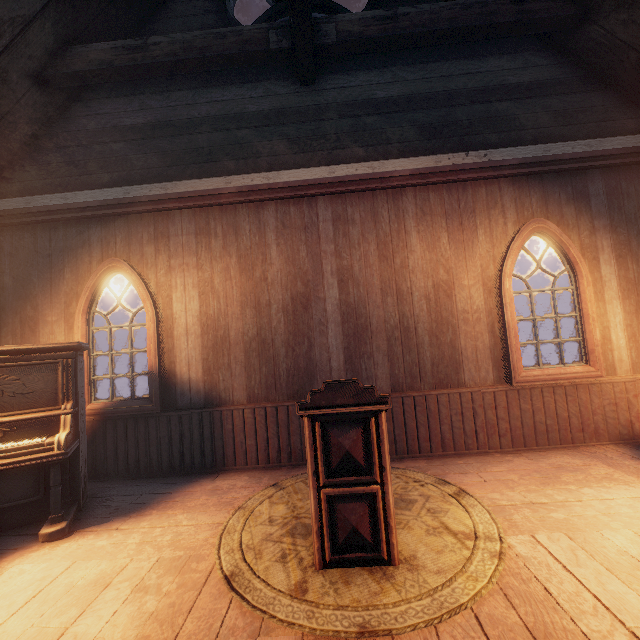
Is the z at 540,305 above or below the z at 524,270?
below

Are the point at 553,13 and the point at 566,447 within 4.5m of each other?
no

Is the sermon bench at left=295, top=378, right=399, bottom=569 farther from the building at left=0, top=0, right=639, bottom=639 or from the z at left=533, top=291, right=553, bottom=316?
the z at left=533, top=291, right=553, bottom=316

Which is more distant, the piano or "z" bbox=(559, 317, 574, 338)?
"z" bbox=(559, 317, 574, 338)

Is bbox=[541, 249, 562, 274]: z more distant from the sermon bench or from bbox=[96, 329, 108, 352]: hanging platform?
the sermon bench

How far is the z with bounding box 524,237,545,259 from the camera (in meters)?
51.79

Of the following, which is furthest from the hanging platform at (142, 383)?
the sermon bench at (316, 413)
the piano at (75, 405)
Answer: the sermon bench at (316, 413)
